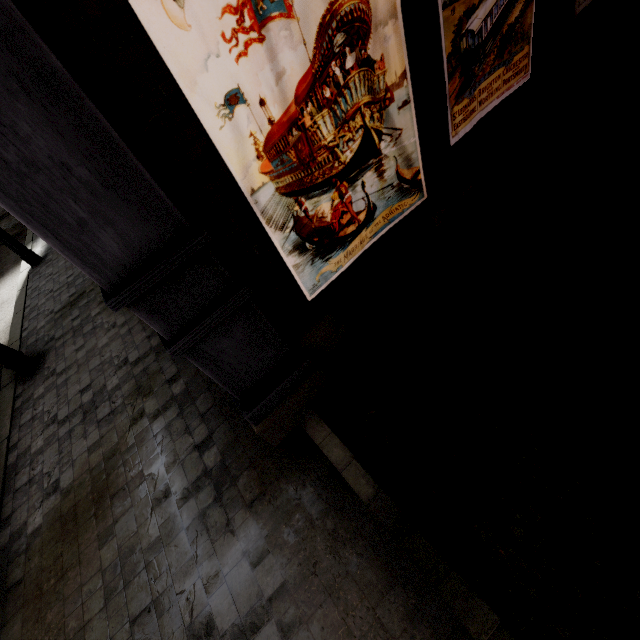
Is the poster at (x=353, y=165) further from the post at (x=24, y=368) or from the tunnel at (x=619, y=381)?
the post at (x=24, y=368)

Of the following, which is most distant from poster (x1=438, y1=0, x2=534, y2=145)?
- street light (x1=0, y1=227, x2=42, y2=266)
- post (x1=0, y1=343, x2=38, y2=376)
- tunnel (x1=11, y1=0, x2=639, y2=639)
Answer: street light (x1=0, y1=227, x2=42, y2=266)

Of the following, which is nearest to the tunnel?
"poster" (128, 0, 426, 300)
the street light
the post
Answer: "poster" (128, 0, 426, 300)

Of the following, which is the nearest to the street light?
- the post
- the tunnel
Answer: the post

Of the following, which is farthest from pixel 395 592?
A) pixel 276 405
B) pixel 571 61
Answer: pixel 571 61

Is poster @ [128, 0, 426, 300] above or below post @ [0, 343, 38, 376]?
above

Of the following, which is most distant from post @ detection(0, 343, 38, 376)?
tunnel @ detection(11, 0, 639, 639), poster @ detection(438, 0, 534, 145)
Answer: poster @ detection(438, 0, 534, 145)

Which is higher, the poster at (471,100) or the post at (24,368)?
the poster at (471,100)
